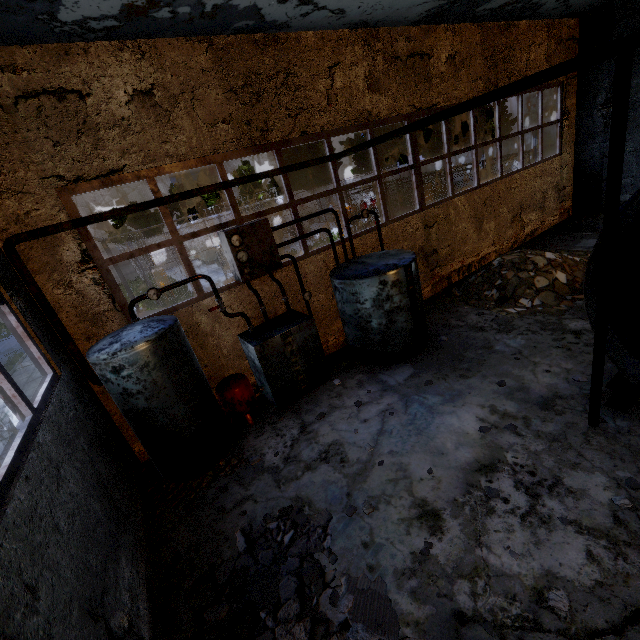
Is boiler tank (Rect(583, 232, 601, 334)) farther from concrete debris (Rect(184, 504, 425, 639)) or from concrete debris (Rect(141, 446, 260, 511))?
concrete debris (Rect(141, 446, 260, 511))

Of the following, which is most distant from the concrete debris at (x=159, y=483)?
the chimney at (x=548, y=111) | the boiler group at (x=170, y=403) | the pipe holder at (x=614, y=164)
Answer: the chimney at (x=548, y=111)

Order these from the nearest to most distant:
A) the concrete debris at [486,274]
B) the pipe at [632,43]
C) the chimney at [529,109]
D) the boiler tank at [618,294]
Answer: the pipe at [632,43] → the boiler tank at [618,294] → the concrete debris at [486,274] → the chimney at [529,109]

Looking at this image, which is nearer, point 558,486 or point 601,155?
point 558,486

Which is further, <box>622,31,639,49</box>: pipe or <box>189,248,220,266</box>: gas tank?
<box>189,248,220,266</box>: gas tank

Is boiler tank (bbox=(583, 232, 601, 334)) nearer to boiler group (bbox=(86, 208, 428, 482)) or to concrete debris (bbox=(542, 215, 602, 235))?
concrete debris (bbox=(542, 215, 602, 235))

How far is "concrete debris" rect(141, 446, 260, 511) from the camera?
5.4 meters

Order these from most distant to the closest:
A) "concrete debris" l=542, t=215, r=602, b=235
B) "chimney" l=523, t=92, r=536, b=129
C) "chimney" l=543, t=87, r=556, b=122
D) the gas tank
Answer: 1. "chimney" l=523, t=92, r=536, b=129
2. "chimney" l=543, t=87, r=556, b=122
3. the gas tank
4. "concrete debris" l=542, t=215, r=602, b=235
